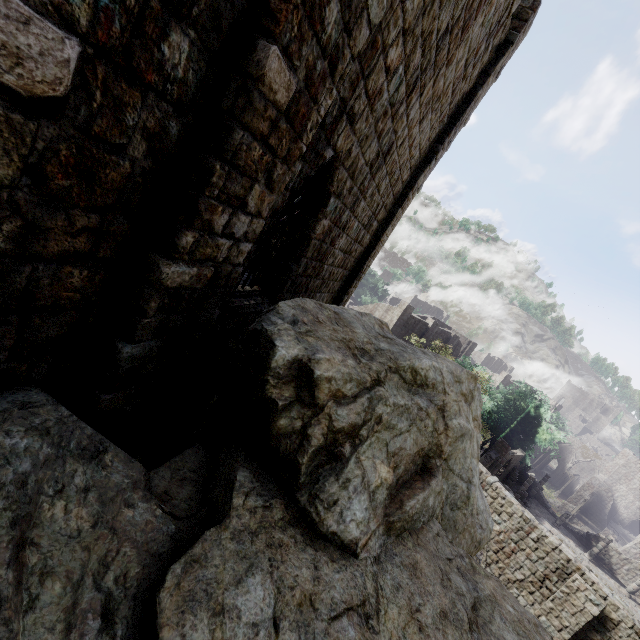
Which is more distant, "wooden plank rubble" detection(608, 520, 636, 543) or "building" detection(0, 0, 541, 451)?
"wooden plank rubble" detection(608, 520, 636, 543)

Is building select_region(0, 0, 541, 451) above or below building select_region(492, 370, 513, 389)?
above

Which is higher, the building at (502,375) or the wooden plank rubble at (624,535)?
the building at (502,375)

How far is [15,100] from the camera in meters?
1.7 m

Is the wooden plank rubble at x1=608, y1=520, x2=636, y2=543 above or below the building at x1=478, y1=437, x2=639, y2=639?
below

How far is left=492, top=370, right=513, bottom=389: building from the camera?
57.8m

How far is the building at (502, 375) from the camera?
57.8m

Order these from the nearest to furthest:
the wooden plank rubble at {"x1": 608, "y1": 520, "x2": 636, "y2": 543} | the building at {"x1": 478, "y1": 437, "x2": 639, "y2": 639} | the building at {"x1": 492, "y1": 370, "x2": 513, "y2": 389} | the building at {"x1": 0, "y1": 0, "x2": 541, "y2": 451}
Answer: the building at {"x1": 0, "y1": 0, "x2": 541, "y2": 451}
the building at {"x1": 478, "y1": 437, "x2": 639, "y2": 639}
the wooden plank rubble at {"x1": 608, "y1": 520, "x2": 636, "y2": 543}
the building at {"x1": 492, "y1": 370, "x2": 513, "y2": 389}
